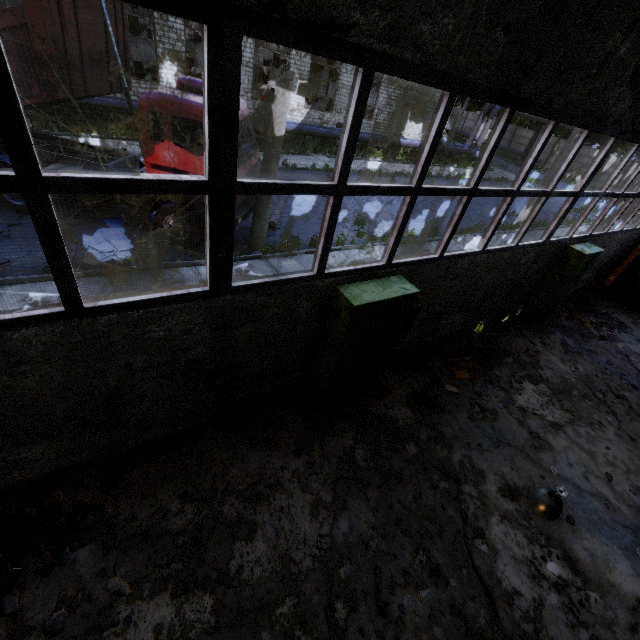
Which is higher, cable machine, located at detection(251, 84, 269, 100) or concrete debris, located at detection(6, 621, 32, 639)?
cable machine, located at detection(251, 84, 269, 100)

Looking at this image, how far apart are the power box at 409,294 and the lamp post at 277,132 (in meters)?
5.40

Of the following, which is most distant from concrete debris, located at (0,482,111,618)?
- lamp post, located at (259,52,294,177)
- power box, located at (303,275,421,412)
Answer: lamp post, located at (259,52,294,177)

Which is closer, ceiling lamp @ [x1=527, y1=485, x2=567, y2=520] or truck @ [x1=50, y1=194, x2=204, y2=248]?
ceiling lamp @ [x1=527, y1=485, x2=567, y2=520]

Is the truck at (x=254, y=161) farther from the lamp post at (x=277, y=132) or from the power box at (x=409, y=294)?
the power box at (x=409, y=294)

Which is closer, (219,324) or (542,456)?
(219,324)

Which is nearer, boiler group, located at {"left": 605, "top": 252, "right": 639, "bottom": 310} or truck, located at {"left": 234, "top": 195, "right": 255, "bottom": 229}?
truck, located at {"left": 234, "top": 195, "right": 255, "bottom": 229}

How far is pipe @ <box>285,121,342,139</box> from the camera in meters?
22.0 m
